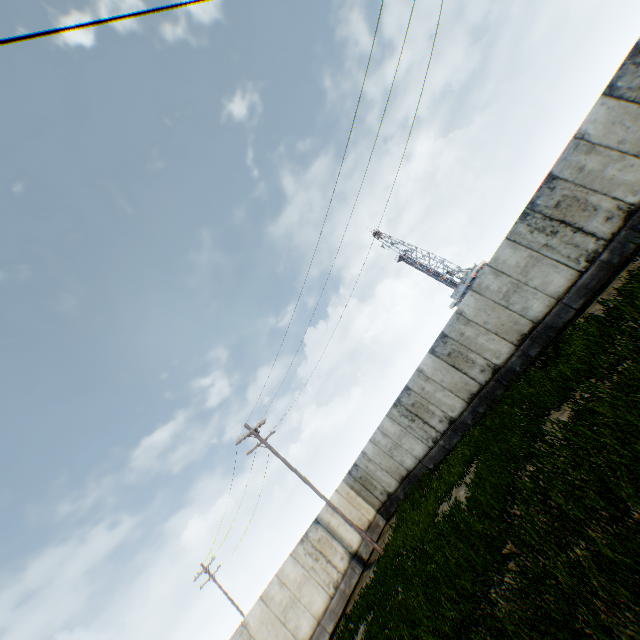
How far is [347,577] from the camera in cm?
1750
